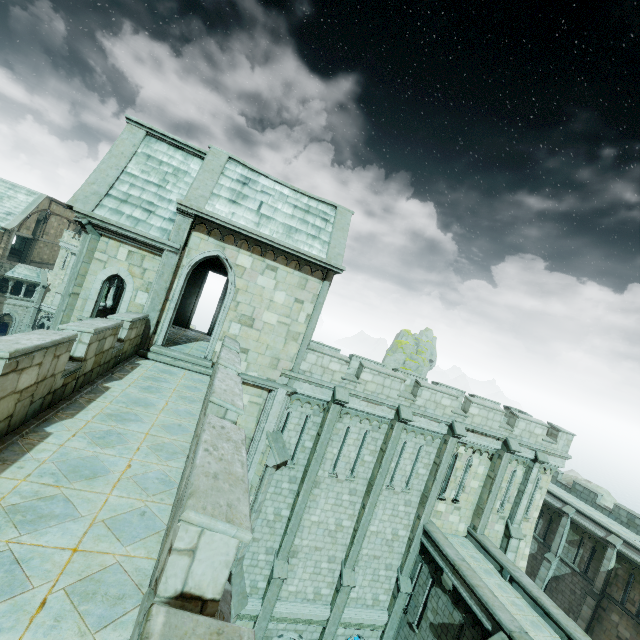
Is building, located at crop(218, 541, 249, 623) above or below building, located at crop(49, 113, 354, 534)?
below

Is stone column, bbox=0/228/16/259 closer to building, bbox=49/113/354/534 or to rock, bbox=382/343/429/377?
building, bbox=49/113/354/534

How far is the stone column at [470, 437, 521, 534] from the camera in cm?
1702

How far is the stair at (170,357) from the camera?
11.90m

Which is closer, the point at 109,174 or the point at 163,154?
the point at 109,174

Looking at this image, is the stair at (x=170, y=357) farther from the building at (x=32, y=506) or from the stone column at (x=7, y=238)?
the stone column at (x=7, y=238)

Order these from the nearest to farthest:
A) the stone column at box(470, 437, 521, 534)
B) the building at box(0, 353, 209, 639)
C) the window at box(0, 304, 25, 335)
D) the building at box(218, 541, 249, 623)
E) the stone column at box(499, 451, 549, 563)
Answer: the building at box(0, 353, 209, 639)
the building at box(218, 541, 249, 623)
the stone column at box(470, 437, 521, 534)
the stone column at box(499, 451, 549, 563)
the window at box(0, 304, 25, 335)

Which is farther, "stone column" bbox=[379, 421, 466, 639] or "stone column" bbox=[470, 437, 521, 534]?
"stone column" bbox=[470, 437, 521, 534]
